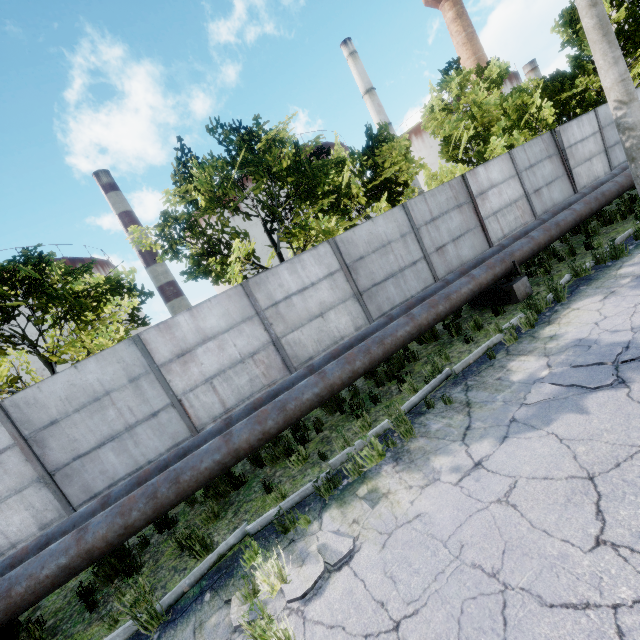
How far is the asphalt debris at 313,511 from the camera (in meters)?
4.30

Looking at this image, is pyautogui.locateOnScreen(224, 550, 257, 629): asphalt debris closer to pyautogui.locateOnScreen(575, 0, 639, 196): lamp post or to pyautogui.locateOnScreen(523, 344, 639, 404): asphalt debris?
pyautogui.locateOnScreen(523, 344, 639, 404): asphalt debris

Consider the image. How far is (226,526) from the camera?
5.4 meters

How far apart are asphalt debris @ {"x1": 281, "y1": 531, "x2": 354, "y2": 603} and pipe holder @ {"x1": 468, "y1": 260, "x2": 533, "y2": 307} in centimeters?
679cm

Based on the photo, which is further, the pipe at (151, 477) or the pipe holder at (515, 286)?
the pipe holder at (515, 286)

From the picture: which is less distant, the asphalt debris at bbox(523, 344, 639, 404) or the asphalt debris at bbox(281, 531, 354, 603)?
the asphalt debris at bbox(281, 531, 354, 603)

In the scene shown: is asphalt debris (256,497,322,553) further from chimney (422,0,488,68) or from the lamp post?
chimney (422,0,488,68)

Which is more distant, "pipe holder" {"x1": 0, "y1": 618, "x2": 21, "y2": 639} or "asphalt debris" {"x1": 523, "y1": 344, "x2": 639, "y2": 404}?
"pipe holder" {"x1": 0, "y1": 618, "x2": 21, "y2": 639}
